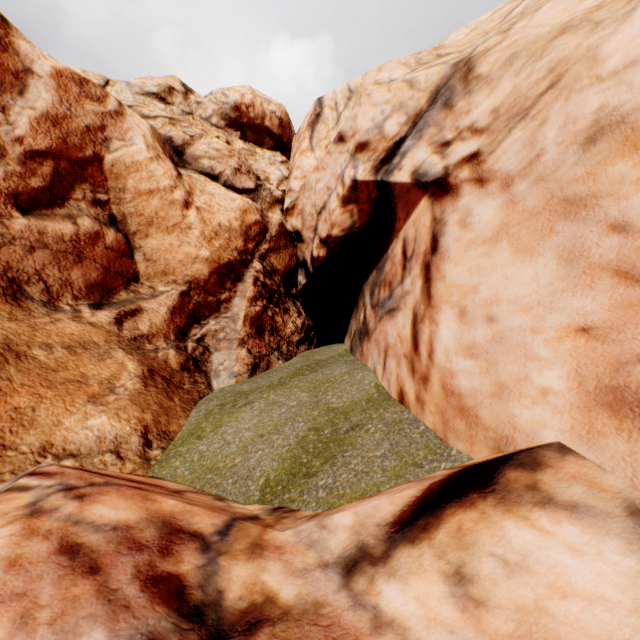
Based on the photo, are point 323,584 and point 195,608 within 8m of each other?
yes
